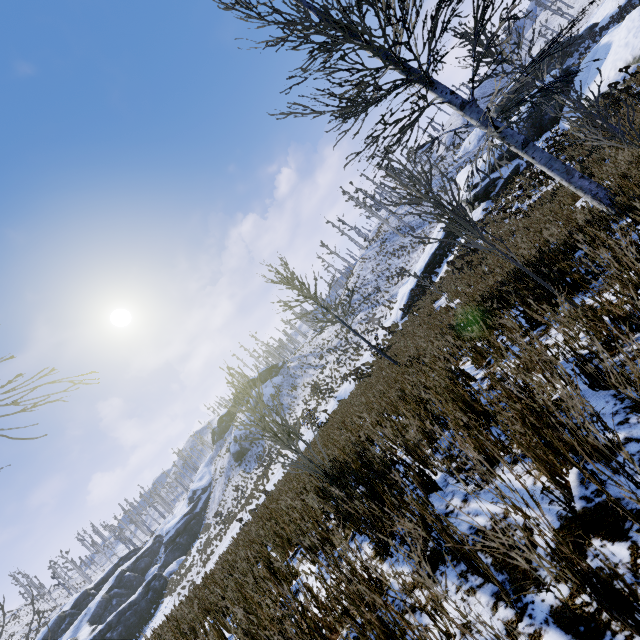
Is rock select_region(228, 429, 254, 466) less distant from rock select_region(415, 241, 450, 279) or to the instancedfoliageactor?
the instancedfoliageactor

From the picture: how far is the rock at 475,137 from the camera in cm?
3800

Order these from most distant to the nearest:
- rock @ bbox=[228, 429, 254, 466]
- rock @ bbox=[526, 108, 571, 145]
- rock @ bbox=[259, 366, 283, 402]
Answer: rock @ bbox=[259, 366, 283, 402], rock @ bbox=[228, 429, 254, 466], rock @ bbox=[526, 108, 571, 145]

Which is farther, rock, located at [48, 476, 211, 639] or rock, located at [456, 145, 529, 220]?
rock, located at [48, 476, 211, 639]

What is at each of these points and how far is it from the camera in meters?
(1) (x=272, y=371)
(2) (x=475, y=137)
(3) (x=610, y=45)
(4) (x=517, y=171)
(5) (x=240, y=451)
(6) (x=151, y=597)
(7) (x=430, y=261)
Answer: (1) rock, 58.9
(2) rock, 39.5
(3) rock, 17.6
(4) rock, 20.1
(5) rock, 47.6
(6) rock, 36.4
(7) rock, 26.8

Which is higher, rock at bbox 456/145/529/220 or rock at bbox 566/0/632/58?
rock at bbox 566/0/632/58

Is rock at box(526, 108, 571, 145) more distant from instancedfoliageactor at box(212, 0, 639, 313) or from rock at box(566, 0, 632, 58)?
rock at box(566, 0, 632, 58)

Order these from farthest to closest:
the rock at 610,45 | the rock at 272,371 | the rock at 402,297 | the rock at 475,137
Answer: the rock at 272,371
the rock at 475,137
the rock at 402,297
the rock at 610,45
